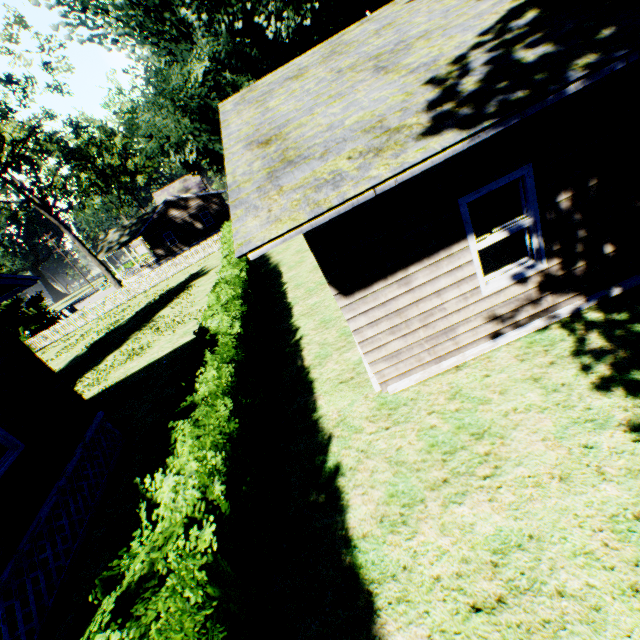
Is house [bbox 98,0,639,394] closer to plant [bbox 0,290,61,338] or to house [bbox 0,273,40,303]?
plant [bbox 0,290,61,338]

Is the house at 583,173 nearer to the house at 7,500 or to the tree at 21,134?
the house at 7,500

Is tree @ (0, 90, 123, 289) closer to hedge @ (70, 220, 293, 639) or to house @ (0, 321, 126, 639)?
house @ (0, 321, 126, 639)

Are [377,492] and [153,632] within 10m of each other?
yes

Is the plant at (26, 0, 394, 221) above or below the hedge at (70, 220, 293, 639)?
above

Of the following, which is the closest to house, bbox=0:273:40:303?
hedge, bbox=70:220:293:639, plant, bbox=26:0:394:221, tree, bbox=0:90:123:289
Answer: plant, bbox=26:0:394:221

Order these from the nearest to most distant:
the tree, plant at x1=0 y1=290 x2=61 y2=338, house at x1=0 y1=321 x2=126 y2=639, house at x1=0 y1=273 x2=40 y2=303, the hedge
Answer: the hedge → house at x1=0 y1=321 x2=126 y2=639 → house at x1=0 y1=273 x2=40 y2=303 → the tree → plant at x1=0 y1=290 x2=61 y2=338
